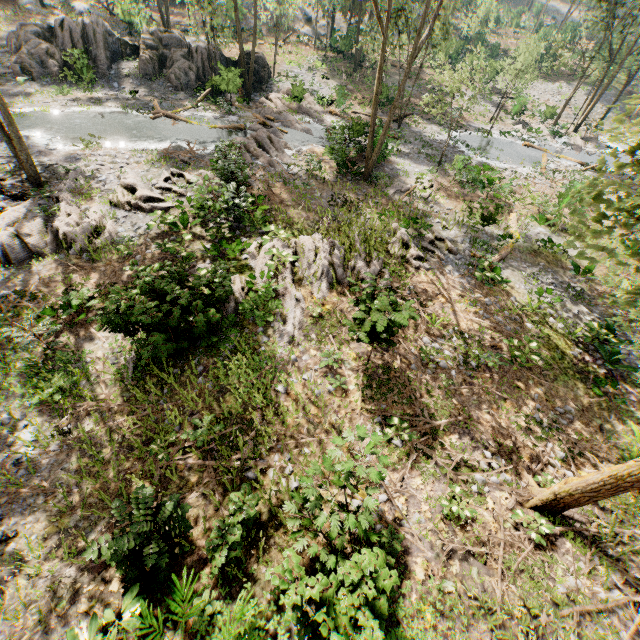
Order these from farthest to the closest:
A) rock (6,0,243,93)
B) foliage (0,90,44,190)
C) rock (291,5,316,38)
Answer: rock (291,5,316,38) → rock (6,0,243,93) → foliage (0,90,44,190)

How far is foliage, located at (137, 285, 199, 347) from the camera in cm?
841

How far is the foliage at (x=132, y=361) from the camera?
9.25m

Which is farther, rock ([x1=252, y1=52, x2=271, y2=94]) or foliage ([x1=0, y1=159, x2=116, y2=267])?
rock ([x1=252, y1=52, x2=271, y2=94])

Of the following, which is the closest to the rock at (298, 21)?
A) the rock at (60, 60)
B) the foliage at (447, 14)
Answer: the foliage at (447, 14)

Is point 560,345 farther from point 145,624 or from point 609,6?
point 609,6

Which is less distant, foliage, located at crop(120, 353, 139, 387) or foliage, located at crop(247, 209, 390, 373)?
foliage, located at crop(120, 353, 139, 387)

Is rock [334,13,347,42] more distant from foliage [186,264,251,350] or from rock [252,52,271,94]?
rock [252,52,271,94]
